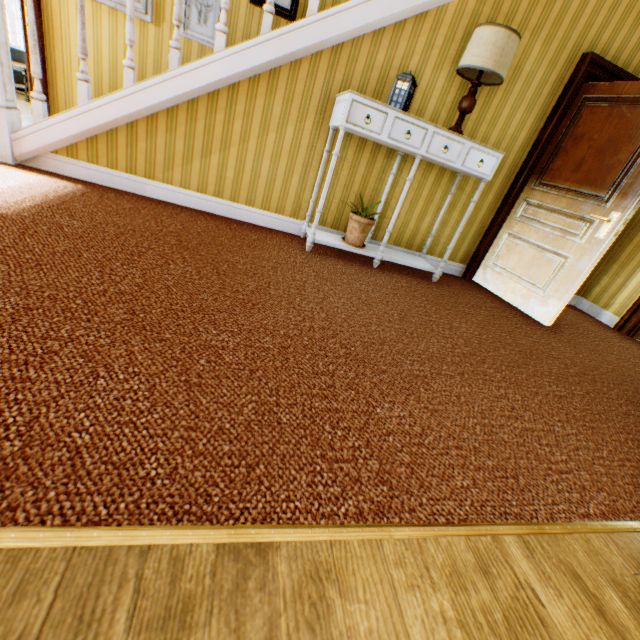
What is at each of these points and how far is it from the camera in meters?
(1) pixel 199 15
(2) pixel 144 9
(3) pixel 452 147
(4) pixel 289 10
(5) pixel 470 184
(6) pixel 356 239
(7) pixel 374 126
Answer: (1) picture frame, 3.8 m
(2) picture frame, 3.6 m
(3) drawer, 2.9 m
(4) picture frame, 3.9 m
(5) building, 3.7 m
(6) flower pot, 3.4 m
(7) drawer, 2.7 m

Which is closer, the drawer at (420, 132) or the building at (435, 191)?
the drawer at (420, 132)

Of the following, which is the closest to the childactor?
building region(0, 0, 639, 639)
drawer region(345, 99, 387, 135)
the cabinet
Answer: building region(0, 0, 639, 639)

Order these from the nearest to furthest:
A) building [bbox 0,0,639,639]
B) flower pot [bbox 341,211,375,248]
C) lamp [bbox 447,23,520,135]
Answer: building [bbox 0,0,639,639], lamp [bbox 447,23,520,135], flower pot [bbox 341,211,375,248]

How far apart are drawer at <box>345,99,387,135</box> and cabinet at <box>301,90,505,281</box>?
0.0m

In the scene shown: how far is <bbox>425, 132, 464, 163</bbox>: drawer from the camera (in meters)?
2.84

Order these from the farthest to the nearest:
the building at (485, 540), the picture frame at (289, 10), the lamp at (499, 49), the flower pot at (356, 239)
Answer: the picture frame at (289, 10) < the flower pot at (356, 239) < the lamp at (499, 49) < the building at (485, 540)
